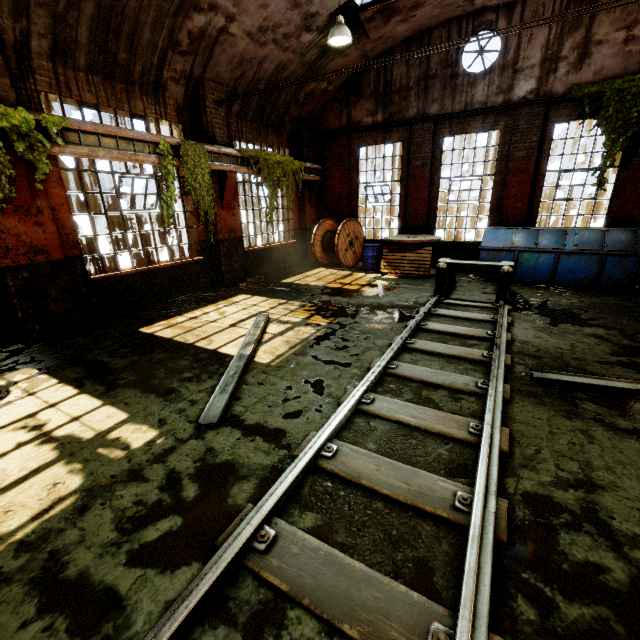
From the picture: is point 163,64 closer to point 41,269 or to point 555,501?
point 41,269

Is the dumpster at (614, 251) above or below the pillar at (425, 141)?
below

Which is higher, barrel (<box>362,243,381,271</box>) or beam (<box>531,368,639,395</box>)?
barrel (<box>362,243,381,271</box>)

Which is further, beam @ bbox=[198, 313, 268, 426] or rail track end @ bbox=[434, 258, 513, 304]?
rail track end @ bbox=[434, 258, 513, 304]

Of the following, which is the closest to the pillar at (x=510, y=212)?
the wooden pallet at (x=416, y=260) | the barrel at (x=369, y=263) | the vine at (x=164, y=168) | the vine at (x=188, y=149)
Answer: the wooden pallet at (x=416, y=260)

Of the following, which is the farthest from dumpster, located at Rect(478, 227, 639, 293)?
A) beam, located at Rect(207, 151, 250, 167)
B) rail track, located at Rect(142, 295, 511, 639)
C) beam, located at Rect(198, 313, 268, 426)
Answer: beam, located at Rect(207, 151, 250, 167)

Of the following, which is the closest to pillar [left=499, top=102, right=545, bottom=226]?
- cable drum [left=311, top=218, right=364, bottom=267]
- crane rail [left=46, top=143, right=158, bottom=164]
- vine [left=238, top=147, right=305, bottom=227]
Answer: cable drum [left=311, top=218, right=364, bottom=267]

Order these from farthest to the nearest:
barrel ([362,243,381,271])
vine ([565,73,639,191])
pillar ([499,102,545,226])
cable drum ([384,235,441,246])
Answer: barrel ([362,243,381,271]), cable drum ([384,235,441,246]), pillar ([499,102,545,226]), vine ([565,73,639,191])
